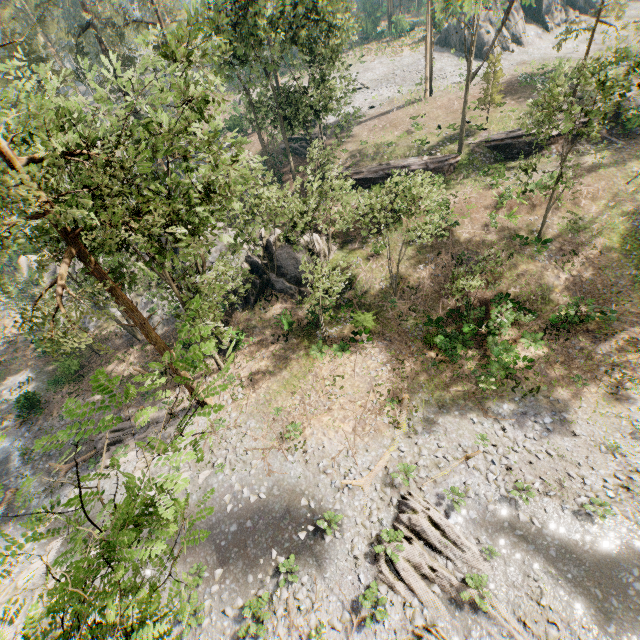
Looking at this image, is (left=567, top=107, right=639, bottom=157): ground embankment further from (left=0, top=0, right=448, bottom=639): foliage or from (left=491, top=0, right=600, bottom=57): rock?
(left=491, top=0, right=600, bottom=57): rock

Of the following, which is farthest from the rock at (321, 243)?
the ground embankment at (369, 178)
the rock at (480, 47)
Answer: the rock at (480, 47)

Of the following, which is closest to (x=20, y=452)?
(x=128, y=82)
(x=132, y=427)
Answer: (x=132, y=427)

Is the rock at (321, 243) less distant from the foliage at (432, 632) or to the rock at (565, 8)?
the foliage at (432, 632)

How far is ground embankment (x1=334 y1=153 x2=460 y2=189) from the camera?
30.80m

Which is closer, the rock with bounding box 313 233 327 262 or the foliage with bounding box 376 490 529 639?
the foliage with bounding box 376 490 529 639

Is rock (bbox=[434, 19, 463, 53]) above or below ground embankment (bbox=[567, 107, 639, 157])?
above

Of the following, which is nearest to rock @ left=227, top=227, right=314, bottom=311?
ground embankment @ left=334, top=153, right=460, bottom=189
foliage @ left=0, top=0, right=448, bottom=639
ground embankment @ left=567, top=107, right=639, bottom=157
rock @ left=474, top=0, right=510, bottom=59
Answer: ground embankment @ left=334, top=153, right=460, bottom=189
